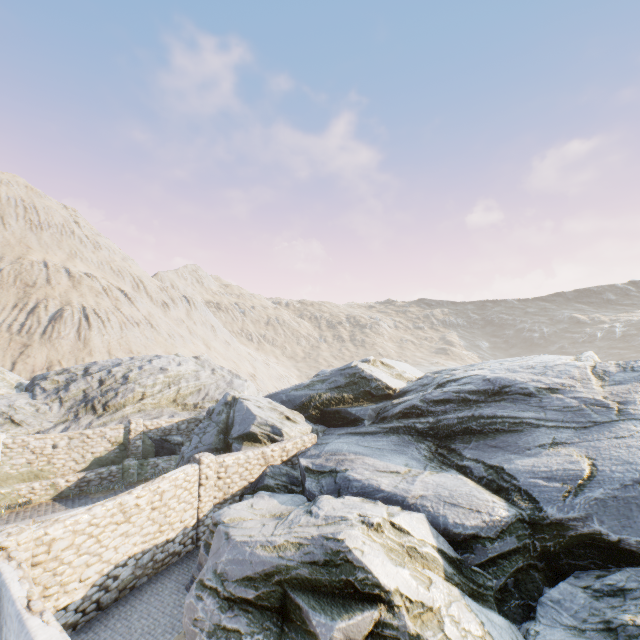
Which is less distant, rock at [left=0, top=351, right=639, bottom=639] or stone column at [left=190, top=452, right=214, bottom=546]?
rock at [left=0, top=351, right=639, bottom=639]

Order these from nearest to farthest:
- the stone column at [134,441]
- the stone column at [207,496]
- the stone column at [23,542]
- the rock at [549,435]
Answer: the rock at [549,435], the stone column at [23,542], the stone column at [207,496], the stone column at [134,441]

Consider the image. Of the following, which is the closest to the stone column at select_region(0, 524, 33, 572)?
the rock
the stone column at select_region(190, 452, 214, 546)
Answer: the rock

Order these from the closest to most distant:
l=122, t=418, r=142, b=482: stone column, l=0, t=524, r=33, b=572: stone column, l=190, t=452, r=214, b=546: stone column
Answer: l=0, t=524, r=33, b=572: stone column, l=190, t=452, r=214, b=546: stone column, l=122, t=418, r=142, b=482: stone column

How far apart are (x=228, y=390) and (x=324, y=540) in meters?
22.8 m

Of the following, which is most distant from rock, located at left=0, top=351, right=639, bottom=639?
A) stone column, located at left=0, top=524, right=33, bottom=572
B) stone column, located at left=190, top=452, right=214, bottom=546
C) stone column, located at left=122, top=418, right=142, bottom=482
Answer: stone column, located at left=0, top=524, right=33, bottom=572

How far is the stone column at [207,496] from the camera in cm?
1224

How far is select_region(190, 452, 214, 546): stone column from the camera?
12.24m
